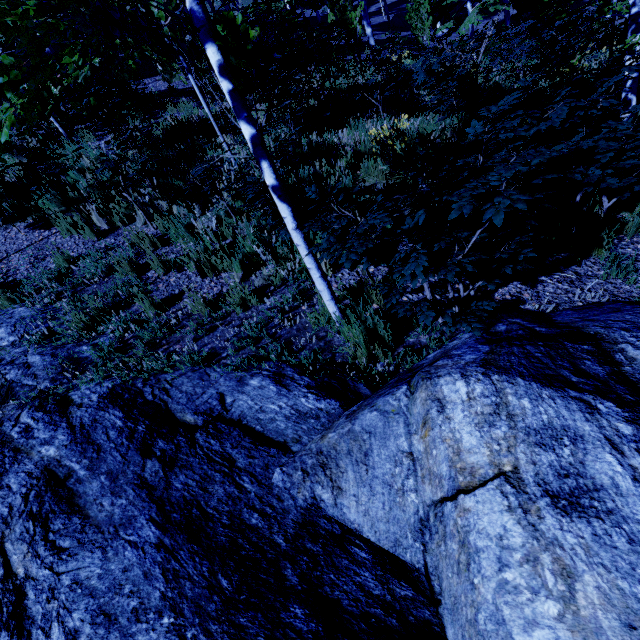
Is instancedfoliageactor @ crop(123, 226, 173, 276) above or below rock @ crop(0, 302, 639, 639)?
above

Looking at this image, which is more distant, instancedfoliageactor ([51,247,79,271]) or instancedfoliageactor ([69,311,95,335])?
instancedfoliageactor ([51,247,79,271])

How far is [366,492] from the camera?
1.61m

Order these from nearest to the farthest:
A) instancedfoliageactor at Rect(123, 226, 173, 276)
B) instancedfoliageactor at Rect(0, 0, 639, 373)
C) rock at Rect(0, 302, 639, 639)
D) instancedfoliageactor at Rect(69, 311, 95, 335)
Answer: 1. rock at Rect(0, 302, 639, 639)
2. instancedfoliageactor at Rect(0, 0, 639, 373)
3. instancedfoliageactor at Rect(69, 311, 95, 335)
4. instancedfoliageactor at Rect(123, 226, 173, 276)

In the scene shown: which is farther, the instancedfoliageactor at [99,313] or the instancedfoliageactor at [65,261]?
the instancedfoliageactor at [65,261]

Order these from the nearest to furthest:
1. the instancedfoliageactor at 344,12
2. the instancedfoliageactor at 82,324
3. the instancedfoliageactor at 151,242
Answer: the instancedfoliageactor at 344,12
the instancedfoliageactor at 82,324
the instancedfoliageactor at 151,242

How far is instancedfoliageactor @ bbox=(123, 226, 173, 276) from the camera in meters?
4.4

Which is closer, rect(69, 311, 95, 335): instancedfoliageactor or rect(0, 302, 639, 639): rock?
rect(0, 302, 639, 639): rock
